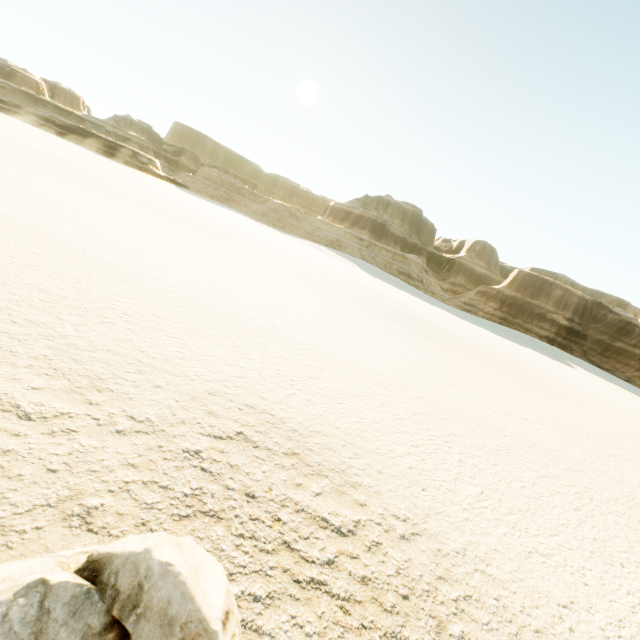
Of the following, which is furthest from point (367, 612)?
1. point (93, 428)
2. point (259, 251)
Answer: point (259, 251)
